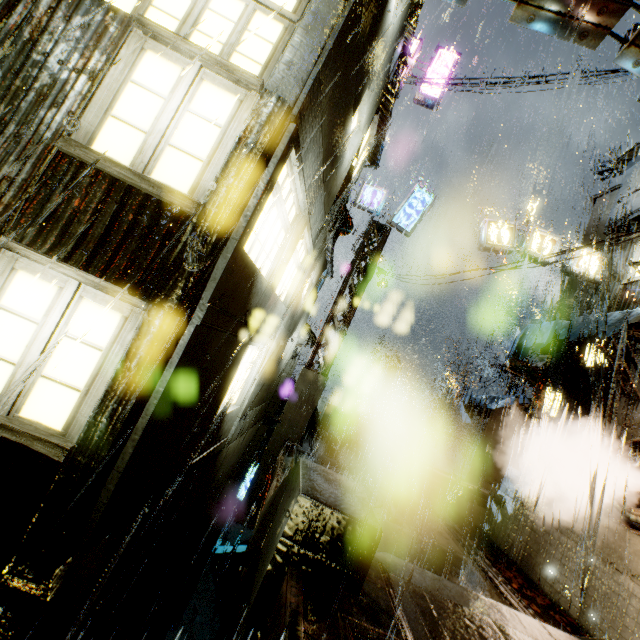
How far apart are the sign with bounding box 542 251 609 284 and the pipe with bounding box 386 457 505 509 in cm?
978

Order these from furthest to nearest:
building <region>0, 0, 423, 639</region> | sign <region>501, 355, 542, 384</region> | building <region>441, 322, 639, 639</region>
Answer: sign <region>501, 355, 542, 384</region>
building <region>441, 322, 639, 639</region>
building <region>0, 0, 423, 639</region>

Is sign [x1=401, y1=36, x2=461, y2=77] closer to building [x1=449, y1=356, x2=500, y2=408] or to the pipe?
building [x1=449, y1=356, x2=500, y2=408]

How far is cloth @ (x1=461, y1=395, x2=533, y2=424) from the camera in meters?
14.3 m

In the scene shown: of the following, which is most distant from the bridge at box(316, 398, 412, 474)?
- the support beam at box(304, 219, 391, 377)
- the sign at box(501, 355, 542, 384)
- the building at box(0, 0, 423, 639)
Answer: the sign at box(501, 355, 542, 384)

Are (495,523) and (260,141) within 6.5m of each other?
no

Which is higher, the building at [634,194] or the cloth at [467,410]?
the building at [634,194]

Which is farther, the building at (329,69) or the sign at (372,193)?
the sign at (372,193)
